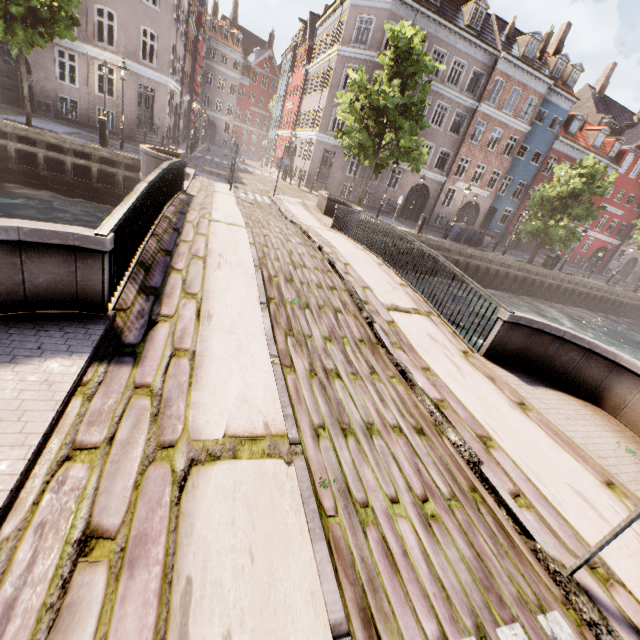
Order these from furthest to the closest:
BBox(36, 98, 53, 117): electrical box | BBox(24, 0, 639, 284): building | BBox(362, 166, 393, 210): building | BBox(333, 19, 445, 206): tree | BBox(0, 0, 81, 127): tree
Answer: BBox(362, 166, 393, 210): building → BBox(24, 0, 639, 284): building → BBox(36, 98, 53, 117): electrical box → BBox(333, 19, 445, 206): tree → BBox(0, 0, 81, 127): tree

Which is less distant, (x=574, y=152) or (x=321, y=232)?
(x=321, y=232)

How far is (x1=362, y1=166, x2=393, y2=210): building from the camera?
28.26m

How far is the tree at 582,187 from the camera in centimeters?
2216cm

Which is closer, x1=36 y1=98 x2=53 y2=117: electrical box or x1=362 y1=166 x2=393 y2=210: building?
x1=36 y1=98 x2=53 y2=117: electrical box

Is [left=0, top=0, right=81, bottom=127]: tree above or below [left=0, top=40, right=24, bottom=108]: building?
above

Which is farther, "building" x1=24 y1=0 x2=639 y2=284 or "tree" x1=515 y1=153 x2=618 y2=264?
"tree" x1=515 y1=153 x2=618 y2=264

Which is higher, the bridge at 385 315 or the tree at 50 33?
the tree at 50 33
